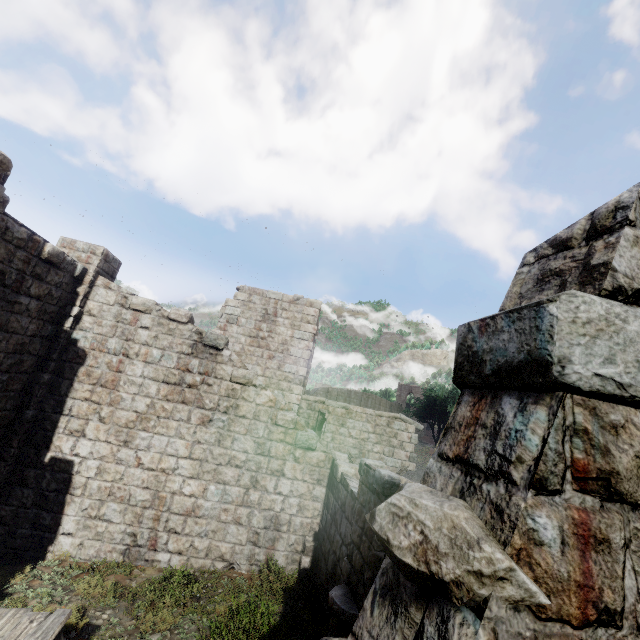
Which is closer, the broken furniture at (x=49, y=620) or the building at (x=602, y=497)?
the building at (x=602, y=497)

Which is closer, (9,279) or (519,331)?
(519,331)

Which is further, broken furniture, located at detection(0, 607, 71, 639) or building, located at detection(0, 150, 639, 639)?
broken furniture, located at detection(0, 607, 71, 639)
